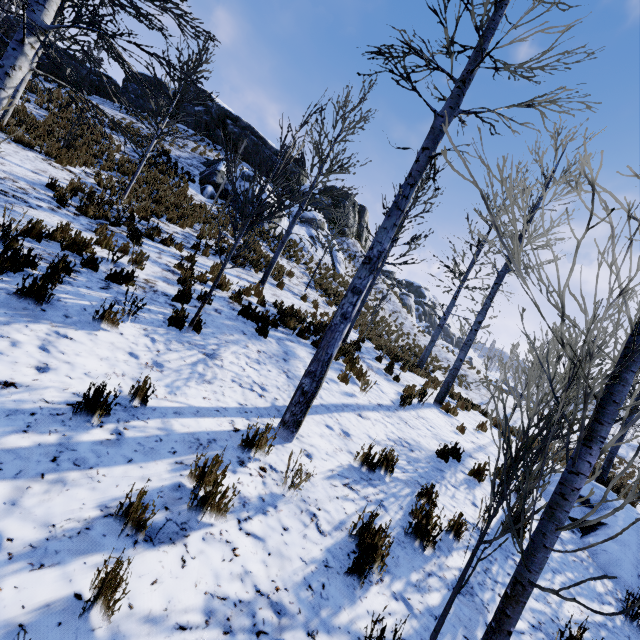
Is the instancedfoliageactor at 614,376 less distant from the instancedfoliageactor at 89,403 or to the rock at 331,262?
the instancedfoliageactor at 89,403

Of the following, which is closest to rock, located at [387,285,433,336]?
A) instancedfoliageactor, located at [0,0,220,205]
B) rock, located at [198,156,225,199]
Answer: rock, located at [198,156,225,199]

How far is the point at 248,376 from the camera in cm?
518

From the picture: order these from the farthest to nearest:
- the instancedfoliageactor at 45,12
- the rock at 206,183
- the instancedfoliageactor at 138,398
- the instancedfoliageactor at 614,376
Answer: the rock at 206,183
the instancedfoliageactor at 45,12
the instancedfoliageactor at 138,398
the instancedfoliageactor at 614,376

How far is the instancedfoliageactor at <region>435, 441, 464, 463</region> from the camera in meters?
6.1 m

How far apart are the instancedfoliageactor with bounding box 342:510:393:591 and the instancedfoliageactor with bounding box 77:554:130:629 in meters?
1.6

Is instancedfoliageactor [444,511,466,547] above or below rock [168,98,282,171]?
below

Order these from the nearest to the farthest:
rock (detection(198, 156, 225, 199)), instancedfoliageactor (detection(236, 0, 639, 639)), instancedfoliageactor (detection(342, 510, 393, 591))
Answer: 1. instancedfoliageactor (detection(236, 0, 639, 639))
2. instancedfoliageactor (detection(342, 510, 393, 591))
3. rock (detection(198, 156, 225, 199))
